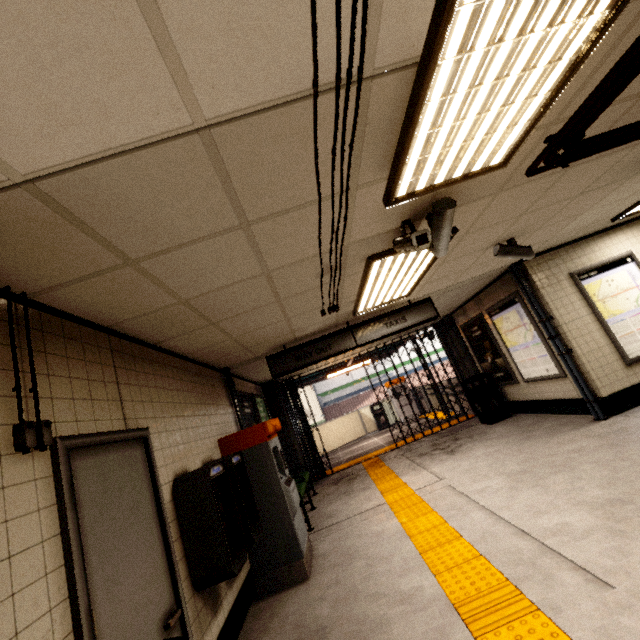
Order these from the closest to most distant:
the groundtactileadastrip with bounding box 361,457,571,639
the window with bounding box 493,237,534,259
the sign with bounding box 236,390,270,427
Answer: the groundtactileadastrip with bounding box 361,457,571,639
the window with bounding box 493,237,534,259
the sign with bounding box 236,390,270,427

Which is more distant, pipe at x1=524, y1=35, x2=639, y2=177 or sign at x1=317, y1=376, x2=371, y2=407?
sign at x1=317, y1=376, x2=371, y2=407

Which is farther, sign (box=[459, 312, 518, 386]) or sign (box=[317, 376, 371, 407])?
sign (box=[317, 376, 371, 407])

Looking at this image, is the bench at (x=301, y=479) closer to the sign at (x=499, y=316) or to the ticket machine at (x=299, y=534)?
the ticket machine at (x=299, y=534)

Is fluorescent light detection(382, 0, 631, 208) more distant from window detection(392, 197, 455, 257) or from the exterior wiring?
the exterior wiring

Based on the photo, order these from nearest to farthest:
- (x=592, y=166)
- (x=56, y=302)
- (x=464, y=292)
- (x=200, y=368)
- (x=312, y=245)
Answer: (x=56, y=302) < (x=312, y=245) < (x=592, y=166) < (x=200, y=368) < (x=464, y=292)

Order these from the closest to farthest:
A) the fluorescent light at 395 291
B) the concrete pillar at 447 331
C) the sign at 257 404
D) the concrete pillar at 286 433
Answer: the fluorescent light at 395 291 < the sign at 257 404 < the concrete pillar at 286 433 < the concrete pillar at 447 331

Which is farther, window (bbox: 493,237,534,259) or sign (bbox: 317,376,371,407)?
sign (bbox: 317,376,371,407)
